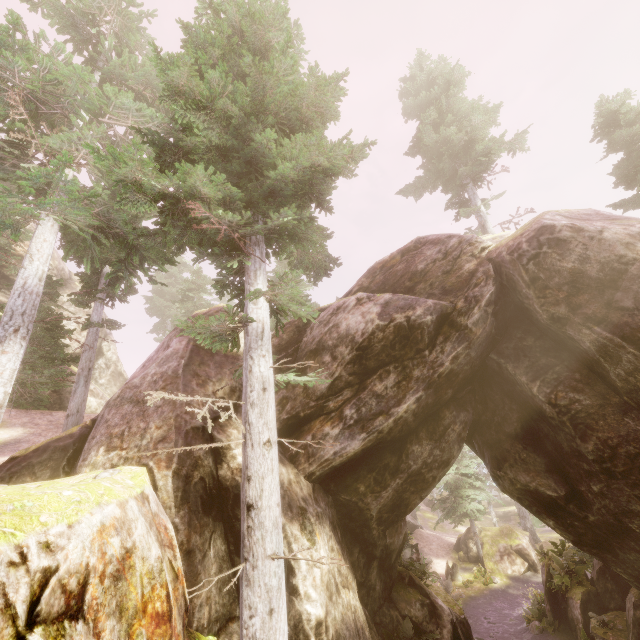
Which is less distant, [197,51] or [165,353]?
[197,51]

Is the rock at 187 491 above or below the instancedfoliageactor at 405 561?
above

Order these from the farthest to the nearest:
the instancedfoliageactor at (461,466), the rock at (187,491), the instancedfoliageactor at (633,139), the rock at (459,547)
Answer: the rock at (459,547)
the instancedfoliageactor at (461,466)
the instancedfoliageactor at (633,139)
the rock at (187,491)

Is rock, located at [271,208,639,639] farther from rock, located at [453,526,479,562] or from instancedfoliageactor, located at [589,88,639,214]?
rock, located at [453,526,479,562]

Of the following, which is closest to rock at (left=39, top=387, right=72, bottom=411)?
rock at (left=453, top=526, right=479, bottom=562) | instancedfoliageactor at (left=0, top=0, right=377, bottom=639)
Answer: instancedfoliageactor at (left=0, top=0, right=377, bottom=639)

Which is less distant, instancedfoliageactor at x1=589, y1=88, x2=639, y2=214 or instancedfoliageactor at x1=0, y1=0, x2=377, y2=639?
instancedfoliageactor at x1=0, y1=0, x2=377, y2=639

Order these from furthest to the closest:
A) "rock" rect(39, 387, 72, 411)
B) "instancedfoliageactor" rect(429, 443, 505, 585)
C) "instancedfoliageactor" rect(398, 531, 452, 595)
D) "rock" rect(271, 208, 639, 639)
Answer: "instancedfoliageactor" rect(429, 443, 505, 585) < "rock" rect(39, 387, 72, 411) < "instancedfoliageactor" rect(398, 531, 452, 595) < "rock" rect(271, 208, 639, 639)

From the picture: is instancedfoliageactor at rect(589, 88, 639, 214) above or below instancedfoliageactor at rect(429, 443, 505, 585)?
above
